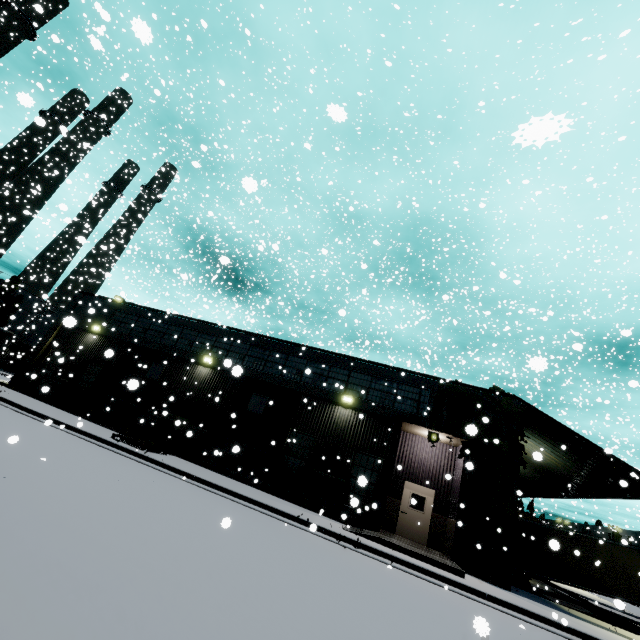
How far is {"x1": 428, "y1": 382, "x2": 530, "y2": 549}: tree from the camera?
13.42m

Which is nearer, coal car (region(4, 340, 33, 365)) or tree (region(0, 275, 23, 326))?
coal car (region(4, 340, 33, 365))

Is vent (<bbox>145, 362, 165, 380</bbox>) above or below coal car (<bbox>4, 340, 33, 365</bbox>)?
above

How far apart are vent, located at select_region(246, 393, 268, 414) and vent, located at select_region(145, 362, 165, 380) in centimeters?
632cm

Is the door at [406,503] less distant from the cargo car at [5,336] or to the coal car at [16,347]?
the coal car at [16,347]

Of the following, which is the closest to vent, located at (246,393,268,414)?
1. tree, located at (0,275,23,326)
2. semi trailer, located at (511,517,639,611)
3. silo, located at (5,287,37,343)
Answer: semi trailer, located at (511,517,639,611)

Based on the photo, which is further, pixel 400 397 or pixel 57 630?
pixel 400 397

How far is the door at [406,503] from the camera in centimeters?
1566cm
